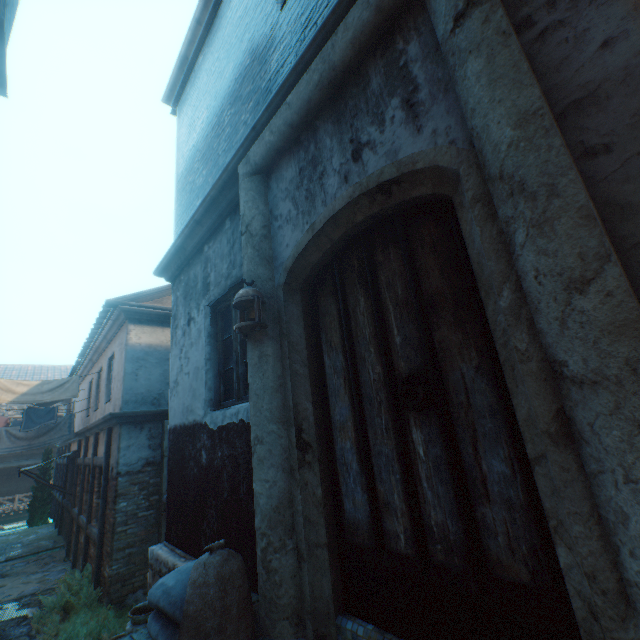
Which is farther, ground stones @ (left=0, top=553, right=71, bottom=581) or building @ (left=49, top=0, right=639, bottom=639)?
ground stones @ (left=0, top=553, right=71, bottom=581)

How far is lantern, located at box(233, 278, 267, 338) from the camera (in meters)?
2.46

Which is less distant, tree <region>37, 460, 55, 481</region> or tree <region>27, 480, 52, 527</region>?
tree <region>27, 480, 52, 527</region>

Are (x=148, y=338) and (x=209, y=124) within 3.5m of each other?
no

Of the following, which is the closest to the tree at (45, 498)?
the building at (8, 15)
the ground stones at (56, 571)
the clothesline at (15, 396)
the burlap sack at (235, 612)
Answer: the building at (8, 15)

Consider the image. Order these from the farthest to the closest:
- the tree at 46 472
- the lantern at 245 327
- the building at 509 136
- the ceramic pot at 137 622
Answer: the tree at 46 472, the ceramic pot at 137 622, the lantern at 245 327, the building at 509 136

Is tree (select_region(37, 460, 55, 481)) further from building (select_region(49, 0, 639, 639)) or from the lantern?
the lantern

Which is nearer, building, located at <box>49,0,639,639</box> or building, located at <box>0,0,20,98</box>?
building, located at <box>49,0,639,639</box>
